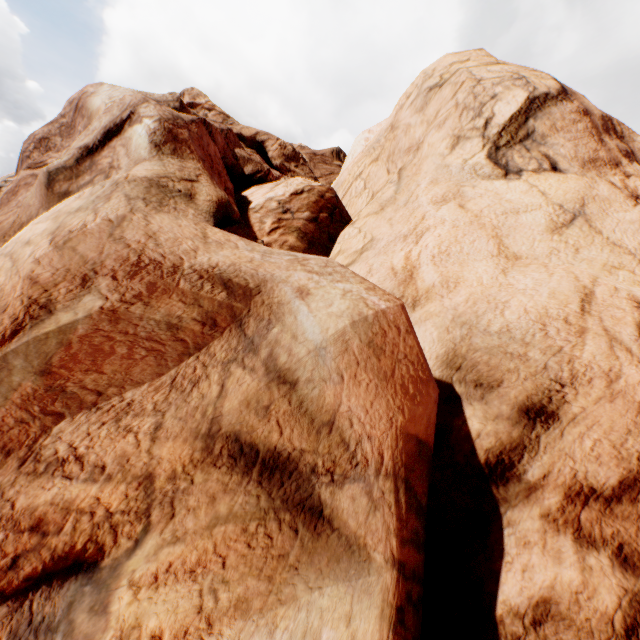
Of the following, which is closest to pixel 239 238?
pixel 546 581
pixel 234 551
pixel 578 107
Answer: pixel 234 551
